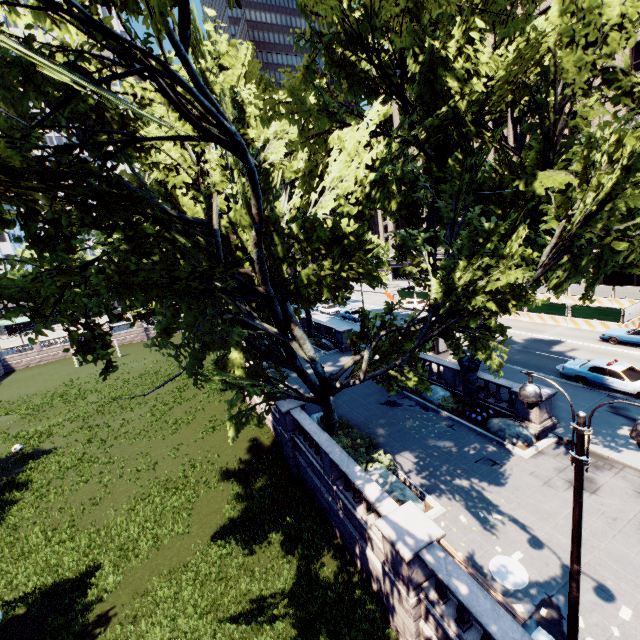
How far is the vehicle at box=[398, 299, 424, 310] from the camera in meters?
43.2

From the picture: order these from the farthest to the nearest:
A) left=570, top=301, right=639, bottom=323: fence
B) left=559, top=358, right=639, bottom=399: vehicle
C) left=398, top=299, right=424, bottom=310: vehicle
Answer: left=398, top=299, right=424, bottom=310: vehicle
left=570, top=301, right=639, bottom=323: fence
left=559, top=358, right=639, bottom=399: vehicle

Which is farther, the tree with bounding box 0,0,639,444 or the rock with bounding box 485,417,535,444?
the rock with bounding box 485,417,535,444

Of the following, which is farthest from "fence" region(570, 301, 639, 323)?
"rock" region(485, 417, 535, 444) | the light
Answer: the light

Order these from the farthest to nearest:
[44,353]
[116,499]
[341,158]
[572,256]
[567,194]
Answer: [44,353] → [116,499] → [572,256] → [341,158] → [567,194]

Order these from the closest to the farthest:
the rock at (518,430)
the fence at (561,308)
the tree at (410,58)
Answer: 1. the tree at (410,58)
2. the rock at (518,430)
3. the fence at (561,308)

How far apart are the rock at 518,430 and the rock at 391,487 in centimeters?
570cm

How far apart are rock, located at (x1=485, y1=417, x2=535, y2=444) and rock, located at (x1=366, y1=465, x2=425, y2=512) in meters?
5.7
